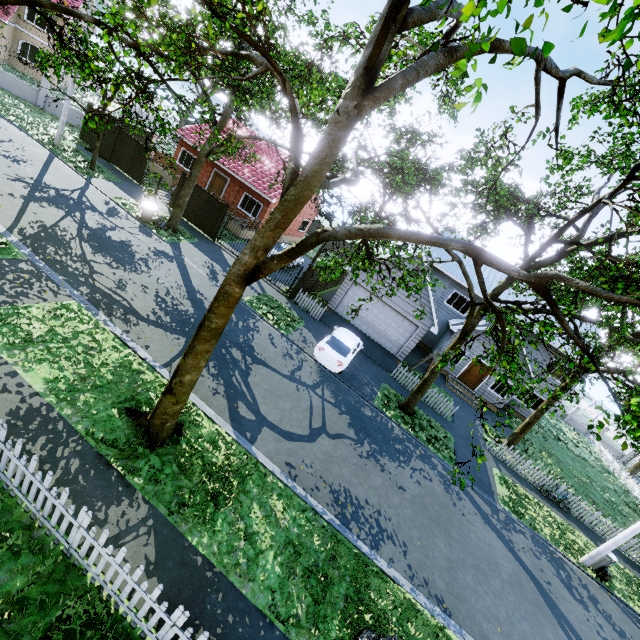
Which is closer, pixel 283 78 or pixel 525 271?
pixel 283 78

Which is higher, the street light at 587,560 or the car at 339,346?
the car at 339,346

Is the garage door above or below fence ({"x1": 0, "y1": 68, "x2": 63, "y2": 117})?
above

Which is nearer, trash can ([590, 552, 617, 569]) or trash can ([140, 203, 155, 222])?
trash can ([590, 552, 617, 569])

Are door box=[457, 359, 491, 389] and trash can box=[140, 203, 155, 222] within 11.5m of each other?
no

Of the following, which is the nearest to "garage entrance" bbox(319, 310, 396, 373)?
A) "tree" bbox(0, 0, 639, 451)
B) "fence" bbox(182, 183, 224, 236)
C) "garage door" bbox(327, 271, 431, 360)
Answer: "garage door" bbox(327, 271, 431, 360)

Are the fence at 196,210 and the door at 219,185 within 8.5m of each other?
yes

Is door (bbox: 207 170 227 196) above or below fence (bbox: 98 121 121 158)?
above
